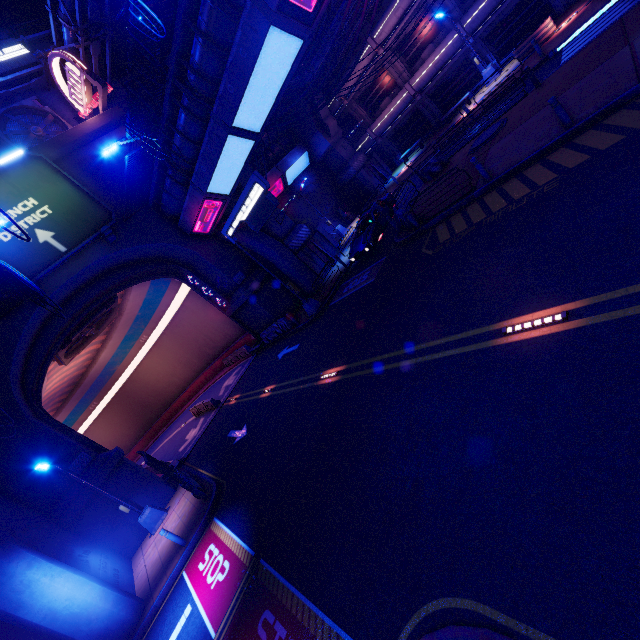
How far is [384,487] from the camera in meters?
6.6

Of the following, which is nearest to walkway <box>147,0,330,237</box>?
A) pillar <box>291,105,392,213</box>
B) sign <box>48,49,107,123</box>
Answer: sign <box>48,49,107,123</box>

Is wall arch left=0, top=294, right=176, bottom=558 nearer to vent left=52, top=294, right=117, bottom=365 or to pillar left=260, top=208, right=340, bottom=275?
pillar left=260, top=208, right=340, bottom=275

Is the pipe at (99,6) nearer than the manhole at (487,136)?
No

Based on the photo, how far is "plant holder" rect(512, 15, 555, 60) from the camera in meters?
19.5

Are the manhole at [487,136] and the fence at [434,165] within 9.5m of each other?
yes

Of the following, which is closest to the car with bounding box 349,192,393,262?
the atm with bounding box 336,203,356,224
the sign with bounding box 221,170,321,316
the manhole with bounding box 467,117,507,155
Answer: the sign with bounding box 221,170,321,316

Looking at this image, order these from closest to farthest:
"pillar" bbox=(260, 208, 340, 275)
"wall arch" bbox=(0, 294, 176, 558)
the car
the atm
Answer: "wall arch" bbox=(0, 294, 176, 558) → the car → "pillar" bbox=(260, 208, 340, 275) → the atm
